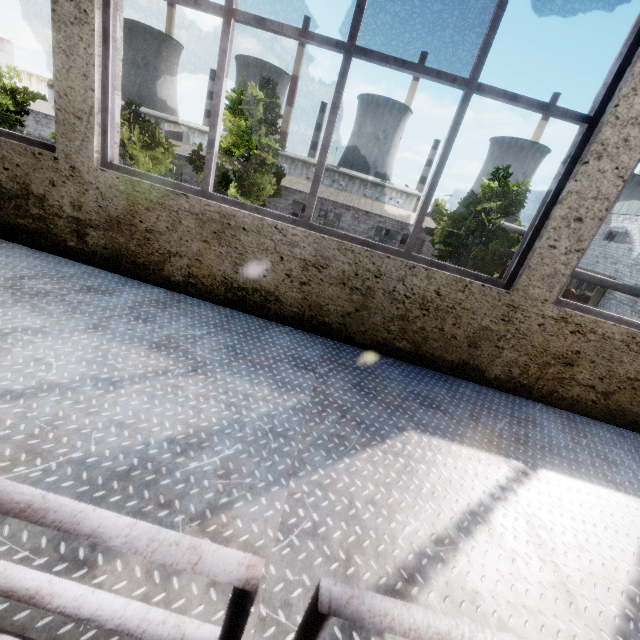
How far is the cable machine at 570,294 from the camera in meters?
37.6 m

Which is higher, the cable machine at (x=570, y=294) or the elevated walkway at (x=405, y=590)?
the elevated walkway at (x=405, y=590)

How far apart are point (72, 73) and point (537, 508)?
4.4 meters

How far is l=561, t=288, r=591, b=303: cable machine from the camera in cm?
3764

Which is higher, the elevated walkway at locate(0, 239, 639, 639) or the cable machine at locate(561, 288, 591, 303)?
the elevated walkway at locate(0, 239, 639, 639)

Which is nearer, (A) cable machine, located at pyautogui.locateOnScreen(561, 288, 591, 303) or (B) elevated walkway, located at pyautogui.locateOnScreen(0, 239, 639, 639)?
(B) elevated walkway, located at pyautogui.locateOnScreen(0, 239, 639, 639)
